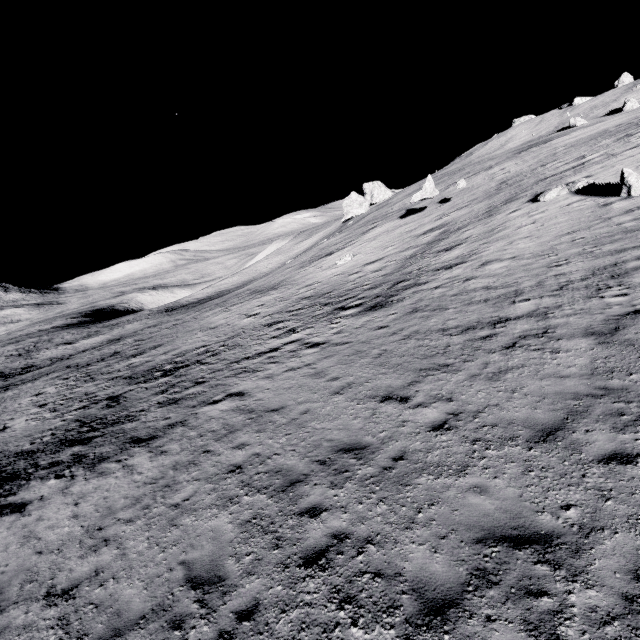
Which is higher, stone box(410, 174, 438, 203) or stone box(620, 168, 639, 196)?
stone box(410, 174, 438, 203)

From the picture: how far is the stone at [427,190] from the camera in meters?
30.5 m

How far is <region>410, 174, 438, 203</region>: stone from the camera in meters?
Answer: 30.5 m

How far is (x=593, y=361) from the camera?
8.12m

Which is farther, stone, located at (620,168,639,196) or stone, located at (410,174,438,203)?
stone, located at (410,174,438,203)

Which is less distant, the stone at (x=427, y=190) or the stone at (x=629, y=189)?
the stone at (x=629, y=189)
